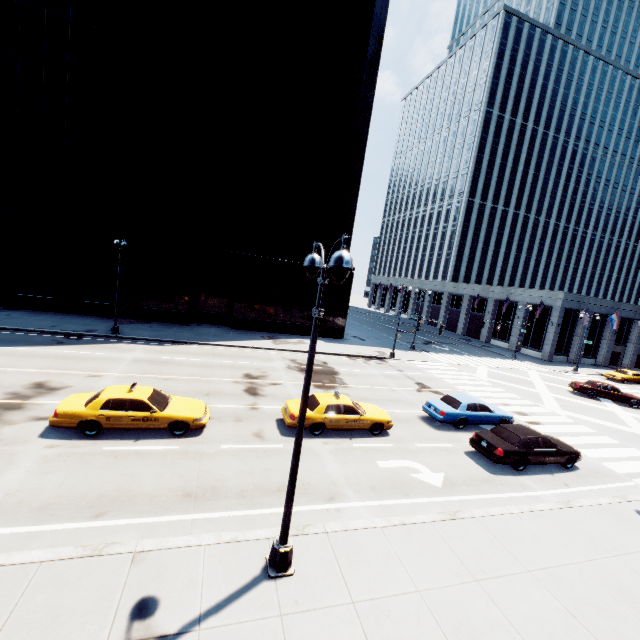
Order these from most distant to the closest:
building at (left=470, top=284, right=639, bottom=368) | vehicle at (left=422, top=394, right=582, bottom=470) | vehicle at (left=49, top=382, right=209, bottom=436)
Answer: building at (left=470, top=284, right=639, bottom=368) → vehicle at (left=422, top=394, right=582, bottom=470) → vehicle at (left=49, top=382, right=209, bottom=436)

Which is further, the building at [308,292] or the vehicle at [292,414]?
the building at [308,292]

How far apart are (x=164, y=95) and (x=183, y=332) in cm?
2145

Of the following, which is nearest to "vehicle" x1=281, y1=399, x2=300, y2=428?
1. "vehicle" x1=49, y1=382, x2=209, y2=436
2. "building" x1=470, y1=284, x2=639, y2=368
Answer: "vehicle" x1=49, y1=382, x2=209, y2=436

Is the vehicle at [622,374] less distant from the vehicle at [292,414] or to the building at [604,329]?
the building at [604,329]

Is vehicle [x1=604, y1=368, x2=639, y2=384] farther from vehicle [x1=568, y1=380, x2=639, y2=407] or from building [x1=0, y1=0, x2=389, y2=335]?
building [x1=0, y1=0, x2=389, y2=335]

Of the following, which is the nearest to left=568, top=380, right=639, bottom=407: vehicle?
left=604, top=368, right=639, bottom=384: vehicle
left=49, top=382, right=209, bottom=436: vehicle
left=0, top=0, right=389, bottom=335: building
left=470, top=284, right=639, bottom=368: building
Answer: left=604, top=368, right=639, bottom=384: vehicle

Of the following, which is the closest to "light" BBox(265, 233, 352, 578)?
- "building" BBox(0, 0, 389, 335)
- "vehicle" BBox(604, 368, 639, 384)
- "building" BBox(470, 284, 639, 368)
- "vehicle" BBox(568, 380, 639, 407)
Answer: "building" BBox(0, 0, 389, 335)
